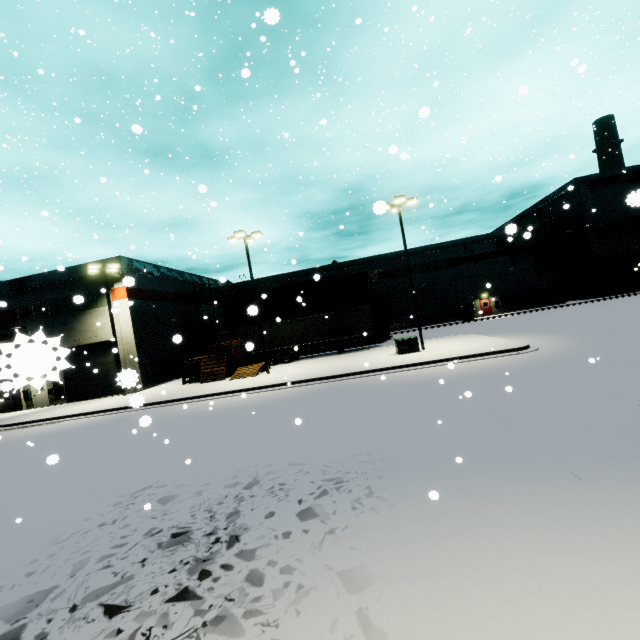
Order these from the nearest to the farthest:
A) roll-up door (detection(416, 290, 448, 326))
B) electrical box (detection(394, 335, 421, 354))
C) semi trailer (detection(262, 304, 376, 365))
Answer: electrical box (detection(394, 335, 421, 354))
semi trailer (detection(262, 304, 376, 365))
roll-up door (detection(416, 290, 448, 326))

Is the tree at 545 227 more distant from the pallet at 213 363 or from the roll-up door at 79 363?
the pallet at 213 363

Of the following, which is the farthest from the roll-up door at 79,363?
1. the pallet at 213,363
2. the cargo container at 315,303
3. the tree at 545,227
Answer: the tree at 545,227

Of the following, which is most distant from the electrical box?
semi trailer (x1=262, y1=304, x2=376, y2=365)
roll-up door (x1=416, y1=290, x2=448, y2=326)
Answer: roll-up door (x1=416, y1=290, x2=448, y2=326)

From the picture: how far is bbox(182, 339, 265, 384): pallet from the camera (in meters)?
23.23

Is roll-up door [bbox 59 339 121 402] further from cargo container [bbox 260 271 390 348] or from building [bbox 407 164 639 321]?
cargo container [bbox 260 271 390 348]

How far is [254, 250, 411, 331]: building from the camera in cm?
4438

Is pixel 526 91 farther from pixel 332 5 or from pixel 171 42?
pixel 332 5
